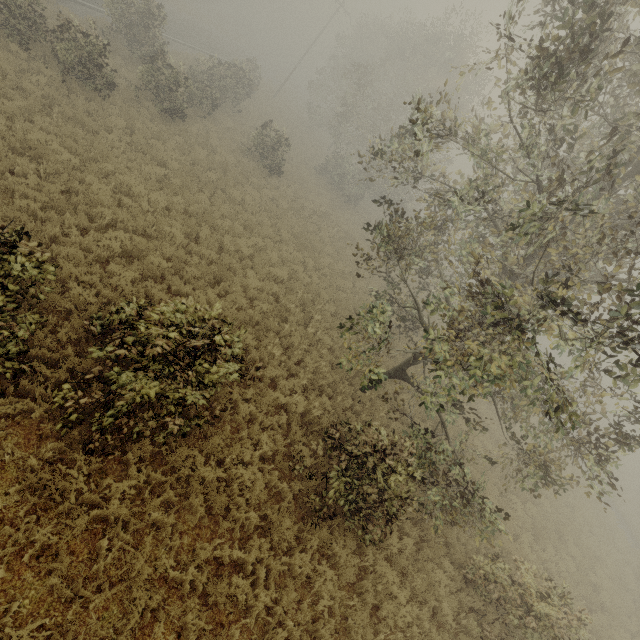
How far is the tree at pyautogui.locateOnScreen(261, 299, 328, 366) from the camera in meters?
10.0 m

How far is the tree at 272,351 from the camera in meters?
10.0 m

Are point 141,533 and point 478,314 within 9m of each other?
yes
